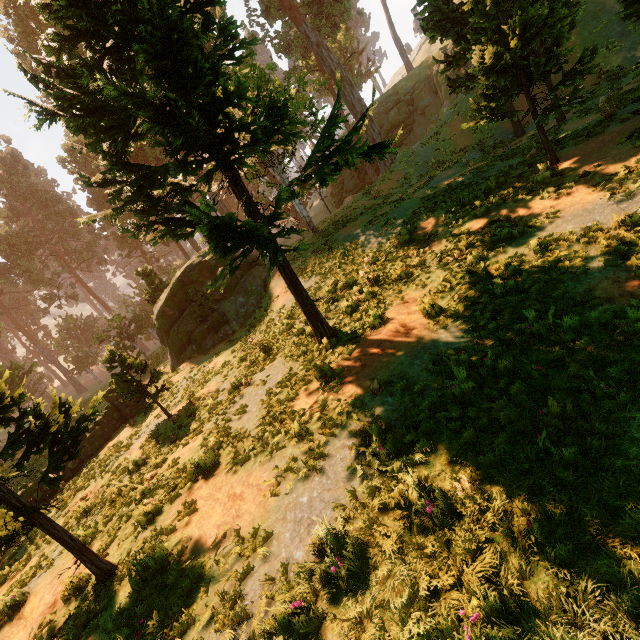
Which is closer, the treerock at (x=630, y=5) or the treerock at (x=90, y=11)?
the treerock at (x=90, y=11)

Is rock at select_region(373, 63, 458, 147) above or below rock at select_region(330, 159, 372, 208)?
above

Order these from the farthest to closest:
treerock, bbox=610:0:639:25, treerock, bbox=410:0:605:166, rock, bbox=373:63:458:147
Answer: rock, bbox=373:63:458:147, treerock, bbox=610:0:639:25, treerock, bbox=410:0:605:166

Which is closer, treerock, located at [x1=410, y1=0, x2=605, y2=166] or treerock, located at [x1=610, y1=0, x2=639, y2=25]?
treerock, located at [x1=410, y1=0, x2=605, y2=166]

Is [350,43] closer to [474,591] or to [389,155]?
[389,155]

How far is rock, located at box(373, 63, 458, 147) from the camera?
34.4 meters
